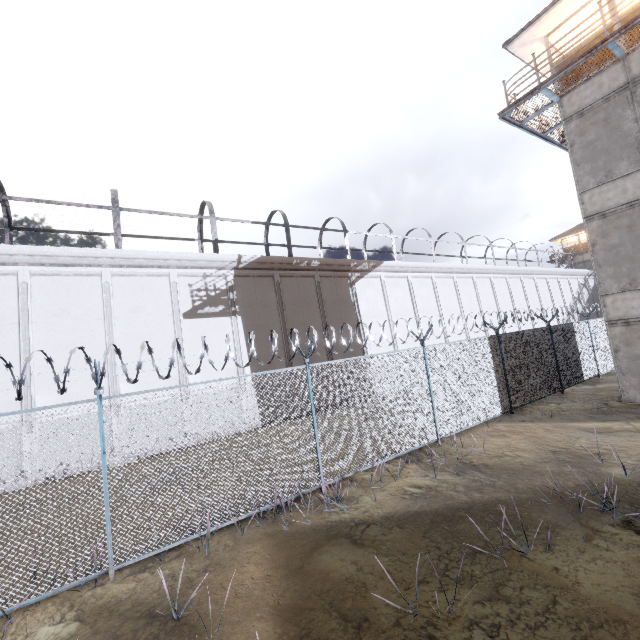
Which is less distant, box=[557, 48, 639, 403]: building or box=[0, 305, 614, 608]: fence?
box=[0, 305, 614, 608]: fence

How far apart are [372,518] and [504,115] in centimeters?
1544cm

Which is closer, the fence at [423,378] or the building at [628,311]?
the fence at [423,378]
